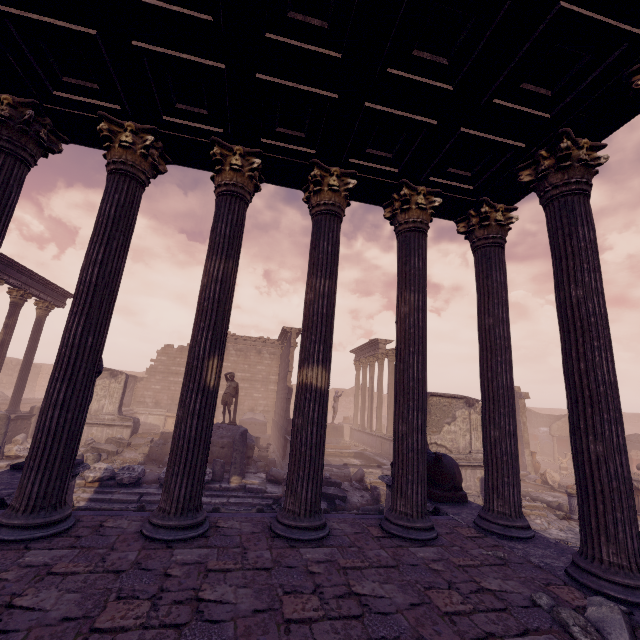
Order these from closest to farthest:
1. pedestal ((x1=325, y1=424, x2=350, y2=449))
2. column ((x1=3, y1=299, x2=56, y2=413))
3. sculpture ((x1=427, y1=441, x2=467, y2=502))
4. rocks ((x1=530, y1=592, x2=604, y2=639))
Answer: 1. rocks ((x1=530, y1=592, x2=604, y2=639))
2. sculpture ((x1=427, y1=441, x2=467, y2=502))
3. column ((x1=3, y1=299, x2=56, y2=413))
4. pedestal ((x1=325, y1=424, x2=350, y2=449))

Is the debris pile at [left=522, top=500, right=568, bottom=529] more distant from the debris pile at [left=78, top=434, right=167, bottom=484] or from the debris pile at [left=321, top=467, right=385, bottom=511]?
the debris pile at [left=78, top=434, right=167, bottom=484]

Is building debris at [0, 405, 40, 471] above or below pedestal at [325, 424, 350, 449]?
below

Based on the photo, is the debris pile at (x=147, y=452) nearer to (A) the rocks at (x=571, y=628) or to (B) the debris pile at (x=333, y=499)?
(B) the debris pile at (x=333, y=499)

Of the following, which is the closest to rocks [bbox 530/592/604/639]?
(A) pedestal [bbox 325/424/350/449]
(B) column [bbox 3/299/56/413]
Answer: (A) pedestal [bbox 325/424/350/449]

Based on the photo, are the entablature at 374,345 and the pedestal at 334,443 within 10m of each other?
yes

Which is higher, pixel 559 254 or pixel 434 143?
pixel 434 143

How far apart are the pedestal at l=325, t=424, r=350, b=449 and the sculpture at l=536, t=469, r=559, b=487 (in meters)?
10.02
